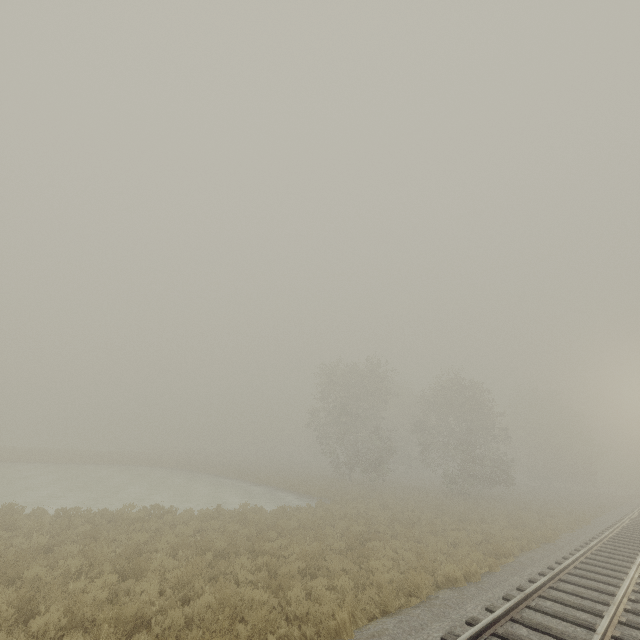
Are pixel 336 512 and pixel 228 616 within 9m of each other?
no
